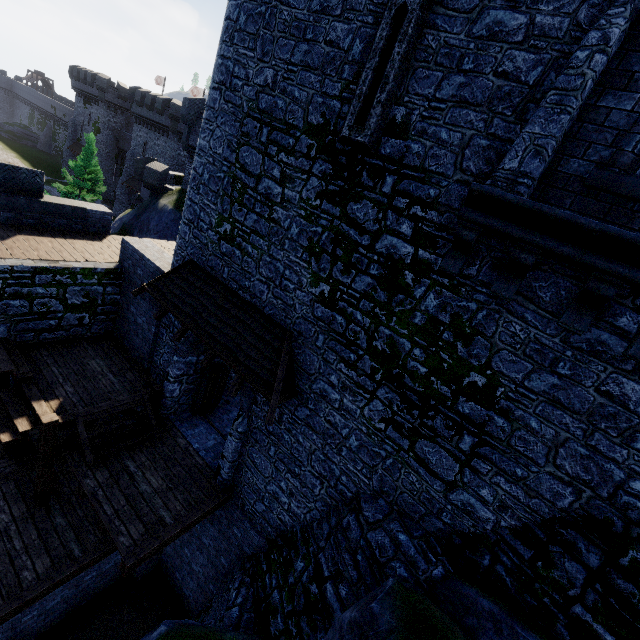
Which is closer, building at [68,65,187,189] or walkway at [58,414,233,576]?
walkway at [58,414,233,576]

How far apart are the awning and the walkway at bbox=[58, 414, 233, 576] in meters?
3.6 m

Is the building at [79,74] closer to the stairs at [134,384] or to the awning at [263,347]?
the stairs at [134,384]

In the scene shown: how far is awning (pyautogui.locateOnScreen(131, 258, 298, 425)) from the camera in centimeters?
751cm

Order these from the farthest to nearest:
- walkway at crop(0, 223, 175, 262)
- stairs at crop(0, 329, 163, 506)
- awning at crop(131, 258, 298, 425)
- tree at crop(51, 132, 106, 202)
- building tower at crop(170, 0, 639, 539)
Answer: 1. tree at crop(51, 132, 106, 202)
2. walkway at crop(0, 223, 175, 262)
3. stairs at crop(0, 329, 163, 506)
4. awning at crop(131, 258, 298, 425)
5. building tower at crop(170, 0, 639, 539)

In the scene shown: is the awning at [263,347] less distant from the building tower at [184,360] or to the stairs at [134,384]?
the building tower at [184,360]

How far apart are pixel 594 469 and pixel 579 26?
6.3 meters

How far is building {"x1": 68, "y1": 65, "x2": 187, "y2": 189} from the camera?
39.7 meters
